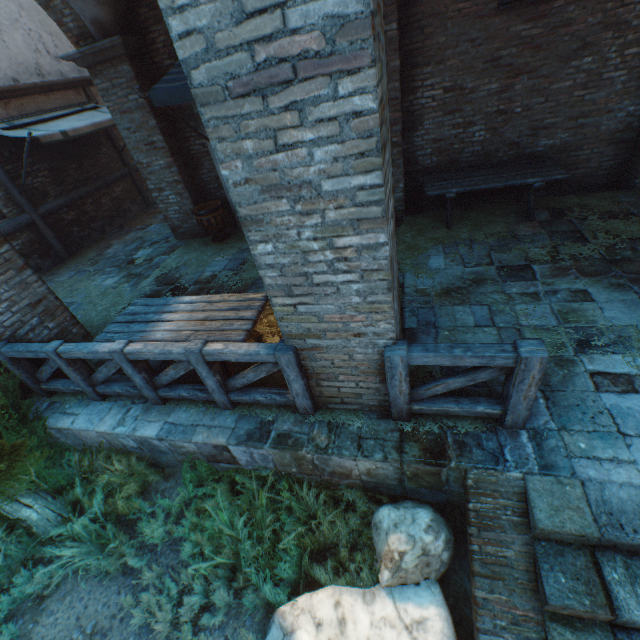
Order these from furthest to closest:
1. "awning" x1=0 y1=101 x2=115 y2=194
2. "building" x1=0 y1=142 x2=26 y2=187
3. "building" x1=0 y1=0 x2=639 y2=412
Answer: "building" x1=0 y1=142 x2=26 y2=187 → "awning" x1=0 y1=101 x2=115 y2=194 → "building" x1=0 y1=0 x2=639 y2=412

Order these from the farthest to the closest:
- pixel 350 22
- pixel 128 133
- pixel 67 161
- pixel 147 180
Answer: pixel 67 161 → pixel 147 180 → pixel 128 133 → pixel 350 22

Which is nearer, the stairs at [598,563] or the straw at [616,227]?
the stairs at [598,563]

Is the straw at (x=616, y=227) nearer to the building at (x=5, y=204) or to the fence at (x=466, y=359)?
the fence at (x=466, y=359)

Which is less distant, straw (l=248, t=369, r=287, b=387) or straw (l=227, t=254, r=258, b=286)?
straw (l=248, t=369, r=287, b=387)

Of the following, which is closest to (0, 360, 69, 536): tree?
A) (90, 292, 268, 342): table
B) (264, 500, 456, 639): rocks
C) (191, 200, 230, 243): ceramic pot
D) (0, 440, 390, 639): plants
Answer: (0, 440, 390, 639): plants

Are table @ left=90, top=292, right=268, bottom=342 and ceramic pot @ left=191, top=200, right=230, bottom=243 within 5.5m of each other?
yes
